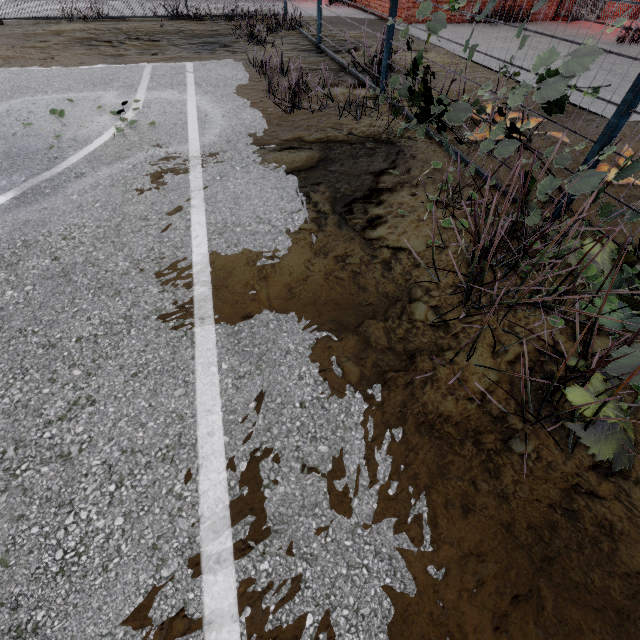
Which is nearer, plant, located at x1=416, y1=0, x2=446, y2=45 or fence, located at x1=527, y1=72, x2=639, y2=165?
fence, located at x1=527, y1=72, x2=639, y2=165

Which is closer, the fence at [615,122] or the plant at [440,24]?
the fence at [615,122]

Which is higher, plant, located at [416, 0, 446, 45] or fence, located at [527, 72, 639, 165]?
plant, located at [416, 0, 446, 45]

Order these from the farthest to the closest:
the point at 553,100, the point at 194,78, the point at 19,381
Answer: the point at 194,78, the point at 553,100, the point at 19,381

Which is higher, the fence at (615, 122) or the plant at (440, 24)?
the plant at (440, 24)
